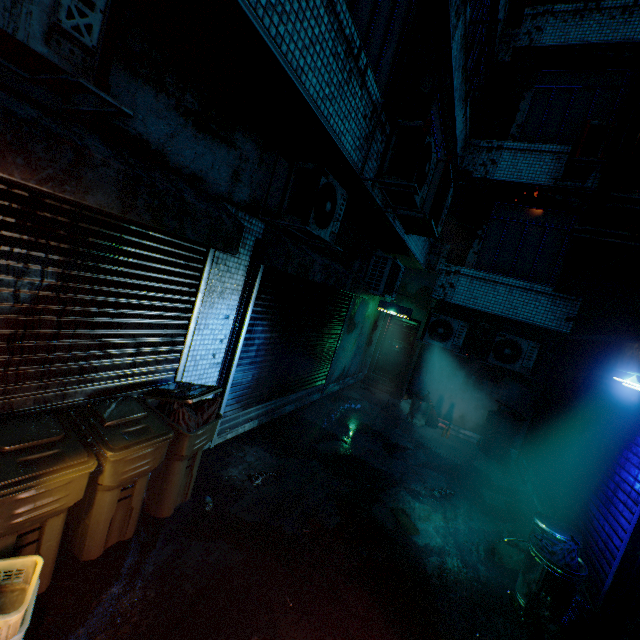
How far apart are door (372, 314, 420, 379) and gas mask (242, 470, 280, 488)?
6.8 meters

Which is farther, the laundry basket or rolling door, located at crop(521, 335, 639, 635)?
rolling door, located at crop(521, 335, 639, 635)

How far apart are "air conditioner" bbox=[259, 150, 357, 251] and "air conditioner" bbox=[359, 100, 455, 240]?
0.34m

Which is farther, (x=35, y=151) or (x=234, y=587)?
(x=234, y=587)

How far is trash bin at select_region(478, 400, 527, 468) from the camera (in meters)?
6.69

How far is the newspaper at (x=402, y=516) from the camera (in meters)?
3.75

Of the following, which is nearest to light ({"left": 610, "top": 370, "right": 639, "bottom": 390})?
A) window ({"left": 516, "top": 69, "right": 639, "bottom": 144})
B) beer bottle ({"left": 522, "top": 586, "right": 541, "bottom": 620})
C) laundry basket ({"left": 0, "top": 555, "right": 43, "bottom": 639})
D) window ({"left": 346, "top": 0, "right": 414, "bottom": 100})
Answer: beer bottle ({"left": 522, "top": 586, "right": 541, "bottom": 620})

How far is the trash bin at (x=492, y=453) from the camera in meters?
6.7 m
